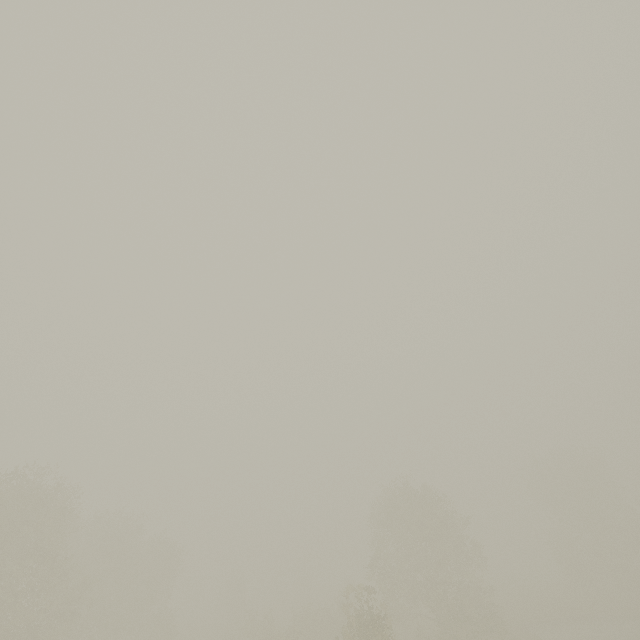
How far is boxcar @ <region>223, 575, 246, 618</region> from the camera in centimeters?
5075cm

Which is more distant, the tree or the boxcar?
the boxcar

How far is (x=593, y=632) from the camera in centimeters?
3259cm

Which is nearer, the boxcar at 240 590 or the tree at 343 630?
the tree at 343 630

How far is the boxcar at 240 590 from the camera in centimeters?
5075cm
